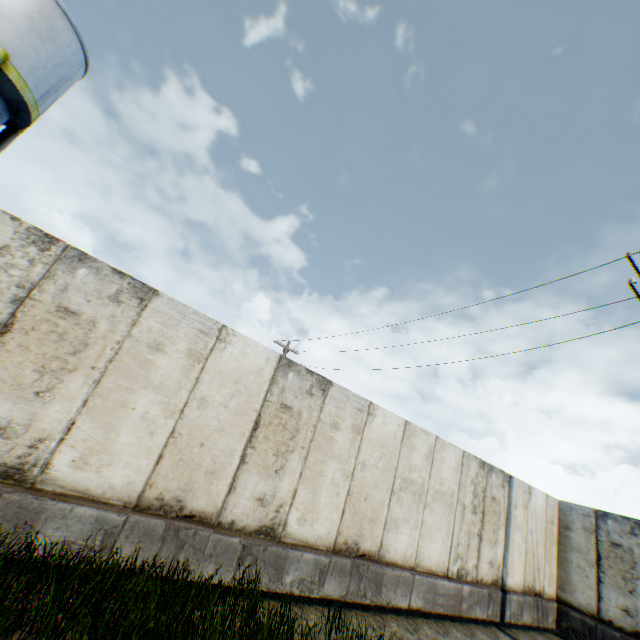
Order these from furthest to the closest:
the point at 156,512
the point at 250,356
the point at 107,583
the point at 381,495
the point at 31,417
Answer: the point at 381,495
the point at 250,356
the point at 156,512
the point at 31,417
the point at 107,583
